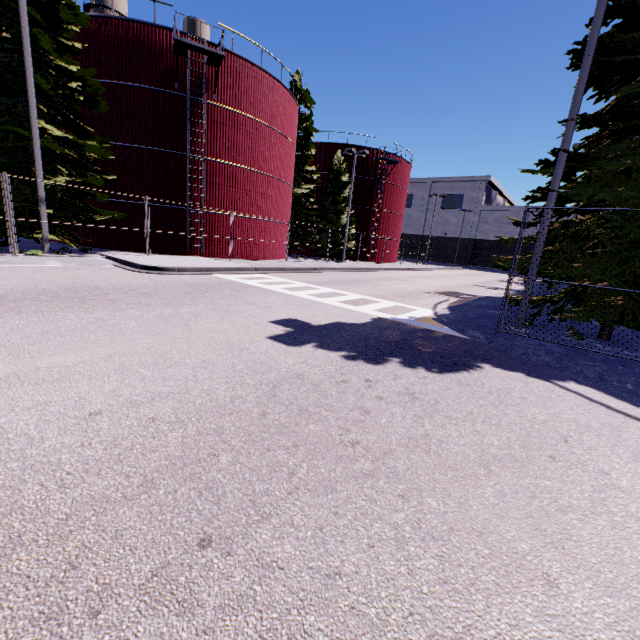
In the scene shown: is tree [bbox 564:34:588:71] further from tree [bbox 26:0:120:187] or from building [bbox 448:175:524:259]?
building [bbox 448:175:524:259]

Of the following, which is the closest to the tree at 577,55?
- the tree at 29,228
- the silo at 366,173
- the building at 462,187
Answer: the tree at 29,228

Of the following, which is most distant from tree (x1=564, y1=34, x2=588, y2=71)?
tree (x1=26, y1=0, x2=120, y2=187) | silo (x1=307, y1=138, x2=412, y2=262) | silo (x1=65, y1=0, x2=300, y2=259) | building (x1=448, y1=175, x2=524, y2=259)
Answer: building (x1=448, y1=175, x2=524, y2=259)

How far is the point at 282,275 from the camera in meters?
16.9 m

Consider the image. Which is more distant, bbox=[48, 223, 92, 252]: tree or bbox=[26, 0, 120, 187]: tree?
bbox=[48, 223, 92, 252]: tree

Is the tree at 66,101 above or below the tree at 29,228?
above

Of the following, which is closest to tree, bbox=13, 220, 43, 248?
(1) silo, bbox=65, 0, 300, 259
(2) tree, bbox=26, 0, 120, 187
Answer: (1) silo, bbox=65, 0, 300, 259

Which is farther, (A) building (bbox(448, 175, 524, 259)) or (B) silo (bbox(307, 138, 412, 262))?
(A) building (bbox(448, 175, 524, 259))
